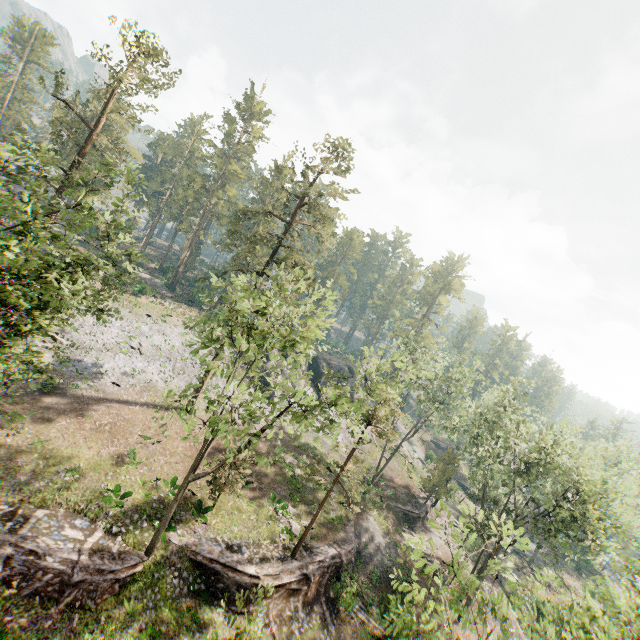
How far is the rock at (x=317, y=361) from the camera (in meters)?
51.22

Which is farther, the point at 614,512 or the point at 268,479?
the point at 268,479

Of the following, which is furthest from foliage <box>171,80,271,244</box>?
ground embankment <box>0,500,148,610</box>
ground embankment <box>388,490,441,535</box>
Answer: ground embankment <box>0,500,148,610</box>

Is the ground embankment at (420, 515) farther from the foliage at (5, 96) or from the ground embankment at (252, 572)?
the ground embankment at (252, 572)

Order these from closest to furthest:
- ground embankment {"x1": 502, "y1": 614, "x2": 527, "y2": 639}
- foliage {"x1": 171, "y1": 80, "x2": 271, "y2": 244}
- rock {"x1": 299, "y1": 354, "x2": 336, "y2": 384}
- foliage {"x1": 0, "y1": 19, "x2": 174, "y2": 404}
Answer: foliage {"x1": 0, "y1": 19, "x2": 174, "y2": 404}
ground embankment {"x1": 502, "y1": 614, "x2": 527, "y2": 639}
rock {"x1": 299, "y1": 354, "x2": 336, "y2": 384}
foliage {"x1": 171, "y1": 80, "x2": 271, "y2": 244}

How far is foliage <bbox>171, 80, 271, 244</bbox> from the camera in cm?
5581

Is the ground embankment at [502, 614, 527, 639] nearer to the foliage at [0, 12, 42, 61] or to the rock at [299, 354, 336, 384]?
the foliage at [0, 12, 42, 61]

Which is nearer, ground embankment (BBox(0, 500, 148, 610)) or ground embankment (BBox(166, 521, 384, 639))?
ground embankment (BBox(0, 500, 148, 610))
